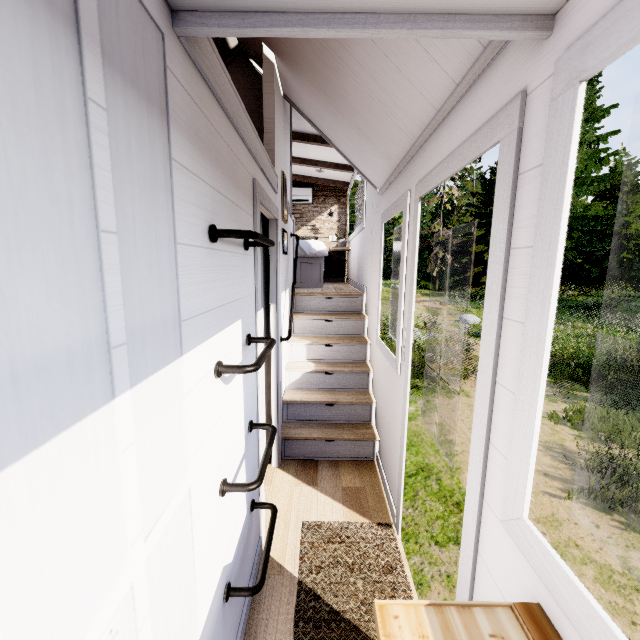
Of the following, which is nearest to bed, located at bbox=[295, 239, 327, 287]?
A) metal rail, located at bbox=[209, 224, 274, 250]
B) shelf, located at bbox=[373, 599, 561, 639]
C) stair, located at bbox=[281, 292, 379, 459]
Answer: stair, located at bbox=[281, 292, 379, 459]

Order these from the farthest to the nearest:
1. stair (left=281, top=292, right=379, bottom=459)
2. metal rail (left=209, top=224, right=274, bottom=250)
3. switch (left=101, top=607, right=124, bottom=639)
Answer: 1. stair (left=281, top=292, right=379, bottom=459)
2. metal rail (left=209, top=224, right=274, bottom=250)
3. switch (left=101, top=607, right=124, bottom=639)

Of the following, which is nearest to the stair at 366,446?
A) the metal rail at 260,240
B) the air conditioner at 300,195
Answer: the metal rail at 260,240

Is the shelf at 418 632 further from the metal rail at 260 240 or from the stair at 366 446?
the stair at 366 446

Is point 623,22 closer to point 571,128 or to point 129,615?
point 571,128

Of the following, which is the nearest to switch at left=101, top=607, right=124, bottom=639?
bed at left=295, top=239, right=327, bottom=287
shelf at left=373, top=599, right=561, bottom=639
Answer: shelf at left=373, top=599, right=561, bottom=639

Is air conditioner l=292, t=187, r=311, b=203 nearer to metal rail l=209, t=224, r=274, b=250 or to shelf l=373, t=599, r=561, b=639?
metal rail l=209, t=224, r=274, b=250

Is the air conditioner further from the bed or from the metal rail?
the metal rail
